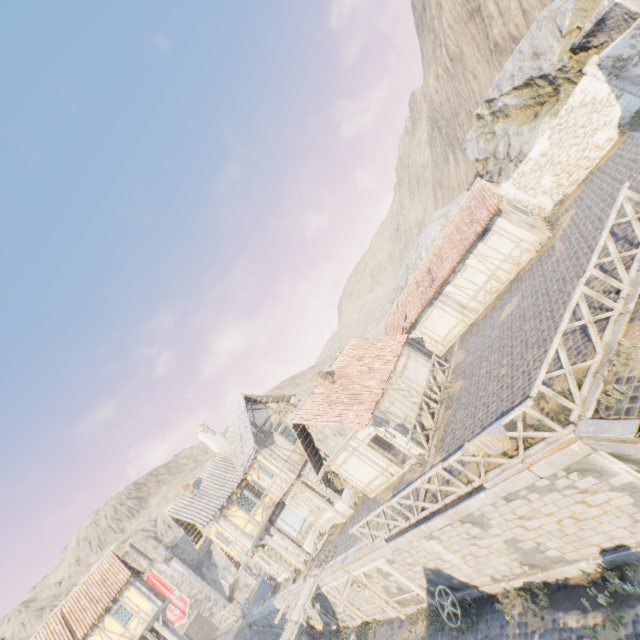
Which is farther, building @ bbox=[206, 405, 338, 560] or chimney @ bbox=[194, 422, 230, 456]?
→ chimney @ bbox=[194, 422, 230, 456]

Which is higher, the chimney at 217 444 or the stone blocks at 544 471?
the chimney at 217 444

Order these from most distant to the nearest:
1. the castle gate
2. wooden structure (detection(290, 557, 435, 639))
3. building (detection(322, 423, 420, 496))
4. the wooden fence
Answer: the castle gate, building (detection(322, 423, 420, 496)), wooden structure (detection(290, 557, 435, 639)), the wooden fence

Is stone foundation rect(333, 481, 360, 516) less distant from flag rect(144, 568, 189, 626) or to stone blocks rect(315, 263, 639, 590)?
stone blocks rect(315, 263, 639, 590)

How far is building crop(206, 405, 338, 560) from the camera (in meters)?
20.34

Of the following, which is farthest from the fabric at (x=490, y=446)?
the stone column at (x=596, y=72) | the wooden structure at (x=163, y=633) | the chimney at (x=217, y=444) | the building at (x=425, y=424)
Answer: the wooden structure at (x=163, y=633)

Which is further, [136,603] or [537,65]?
[136,603]

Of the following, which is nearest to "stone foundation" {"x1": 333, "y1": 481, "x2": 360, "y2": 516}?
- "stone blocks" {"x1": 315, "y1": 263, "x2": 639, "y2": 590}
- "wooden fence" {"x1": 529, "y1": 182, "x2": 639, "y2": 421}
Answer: "stone blocks" {"x1": 315, "y1": 263, "x2": 639, "y2": 590}
